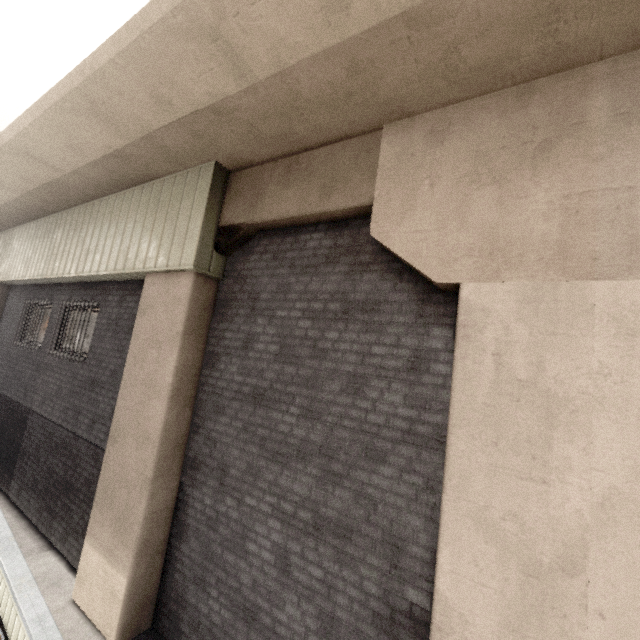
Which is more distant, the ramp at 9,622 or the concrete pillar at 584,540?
the ramp at 9,622

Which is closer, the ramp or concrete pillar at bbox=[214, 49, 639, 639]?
concrete pillar at bbox=[214, 49, 639, 639]

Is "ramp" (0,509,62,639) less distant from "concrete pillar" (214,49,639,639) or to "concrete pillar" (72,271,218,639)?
"concrete pillar" (72,271,218,639)

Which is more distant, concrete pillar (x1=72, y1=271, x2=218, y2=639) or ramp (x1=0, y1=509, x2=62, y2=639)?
concrete pillar (x1=72, y1=271, x2=218, y2=639)

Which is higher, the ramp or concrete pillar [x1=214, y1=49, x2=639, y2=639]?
concrete pillar [x1=214, y1=49, x2=639, y2=639]

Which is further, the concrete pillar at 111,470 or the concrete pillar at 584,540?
the concrete pillar at 111,470

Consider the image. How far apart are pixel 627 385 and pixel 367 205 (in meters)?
2.91

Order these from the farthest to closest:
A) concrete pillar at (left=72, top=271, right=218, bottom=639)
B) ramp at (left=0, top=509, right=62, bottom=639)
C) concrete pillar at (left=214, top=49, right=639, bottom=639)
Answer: concrete pillar at (left=72, top=271, right=218, bottom=639) < ramp at (left=0, top=509, right=62, bottom=639) < concrete pillar at (left=214, top=49, right=639, bottom=639)
